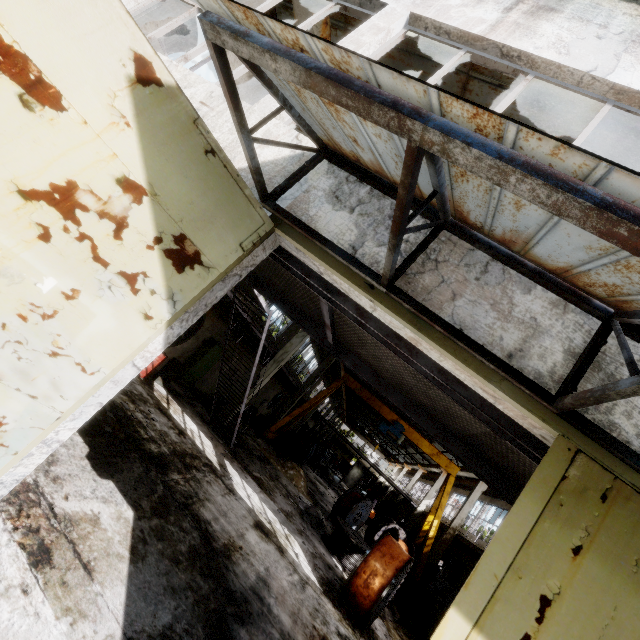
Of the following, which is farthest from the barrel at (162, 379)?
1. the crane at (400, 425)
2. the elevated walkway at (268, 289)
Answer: the crane at (400, 425)

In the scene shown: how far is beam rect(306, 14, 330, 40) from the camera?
5.8m

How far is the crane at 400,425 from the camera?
17.7m

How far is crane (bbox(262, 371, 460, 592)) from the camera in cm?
1773

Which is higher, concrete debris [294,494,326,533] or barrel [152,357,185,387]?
barrel [152,357,185,387]

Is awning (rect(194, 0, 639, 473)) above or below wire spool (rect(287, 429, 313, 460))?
above

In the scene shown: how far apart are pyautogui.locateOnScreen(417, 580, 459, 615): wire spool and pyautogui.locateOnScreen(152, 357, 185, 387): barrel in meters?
13.3 m

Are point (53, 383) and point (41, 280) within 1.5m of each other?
yes
